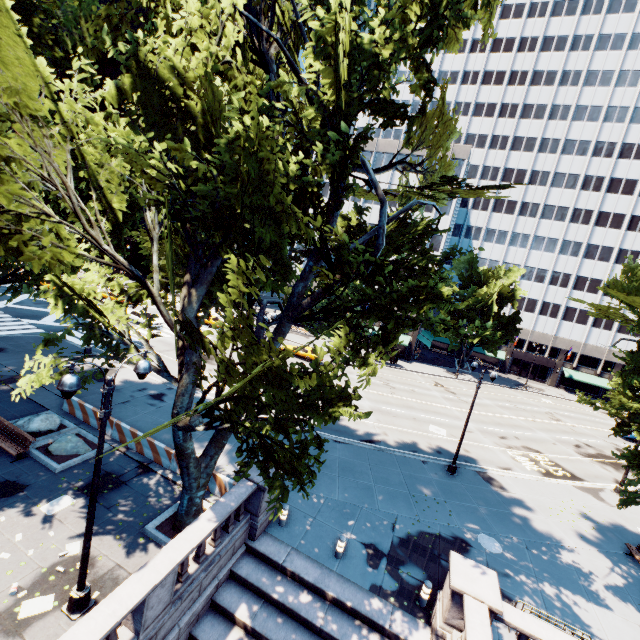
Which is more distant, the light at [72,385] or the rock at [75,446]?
the rock at [75,446]

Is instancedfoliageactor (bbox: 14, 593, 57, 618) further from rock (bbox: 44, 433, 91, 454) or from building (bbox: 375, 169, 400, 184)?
building (bbox: 375, 169, 400, 184)

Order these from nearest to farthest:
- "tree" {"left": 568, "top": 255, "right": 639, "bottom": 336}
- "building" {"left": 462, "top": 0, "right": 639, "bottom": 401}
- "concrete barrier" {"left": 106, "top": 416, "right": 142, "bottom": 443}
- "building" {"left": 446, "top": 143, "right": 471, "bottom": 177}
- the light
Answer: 1. the light
2. "tree" {"left": 568, "top": 255, "right": 639, "bottom": 336}
3. "concrete barrier" {"left": 106, "top": 416, "right": 142, "bottom": 443}
4. "building" {"left": 446, "top": 143, "right": 471, "bottom": 177}
5. "building" {"left": 462, "top": 0, "right": 639, "bottom": 401}

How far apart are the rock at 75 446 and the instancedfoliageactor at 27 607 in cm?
664

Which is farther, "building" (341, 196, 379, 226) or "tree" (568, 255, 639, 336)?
"building" (341, 196, 379, 226)

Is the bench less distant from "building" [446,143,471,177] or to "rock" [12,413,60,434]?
"rock" [12,413,60,434]

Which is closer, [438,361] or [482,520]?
[482,520]

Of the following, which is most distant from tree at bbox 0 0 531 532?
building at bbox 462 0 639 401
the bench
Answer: the bench
